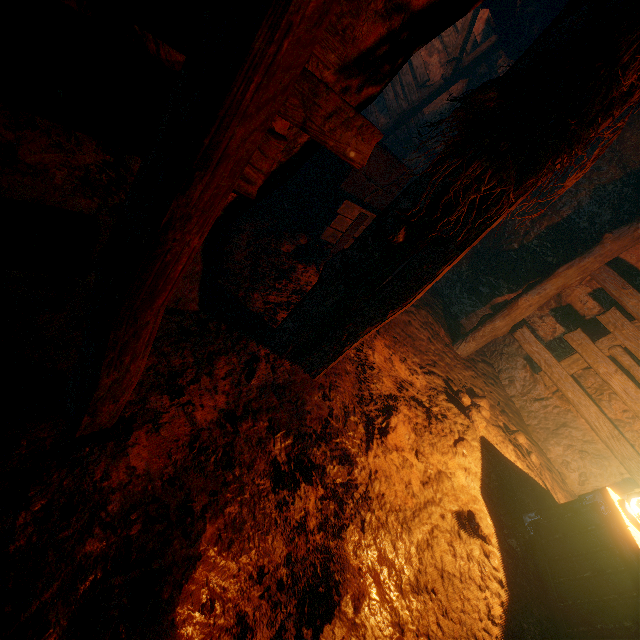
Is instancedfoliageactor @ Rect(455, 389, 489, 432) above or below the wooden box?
below

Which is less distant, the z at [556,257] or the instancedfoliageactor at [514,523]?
the z at [556,257]

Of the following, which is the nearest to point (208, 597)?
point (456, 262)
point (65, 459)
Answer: point (65, 459)

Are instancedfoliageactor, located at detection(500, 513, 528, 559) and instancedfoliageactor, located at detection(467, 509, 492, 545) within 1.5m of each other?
yes

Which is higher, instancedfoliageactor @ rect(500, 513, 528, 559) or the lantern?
the lantern

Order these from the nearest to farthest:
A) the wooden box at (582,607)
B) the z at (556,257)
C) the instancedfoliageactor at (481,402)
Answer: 1. the z at (556,257)
2. the wooden box at (582,607)
3. the instancedfoliageactor at (481,402)

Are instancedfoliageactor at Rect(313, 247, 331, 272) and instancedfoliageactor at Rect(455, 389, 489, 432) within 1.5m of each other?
no

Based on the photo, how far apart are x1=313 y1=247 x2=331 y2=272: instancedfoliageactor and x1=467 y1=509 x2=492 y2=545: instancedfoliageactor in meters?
2.9 m
